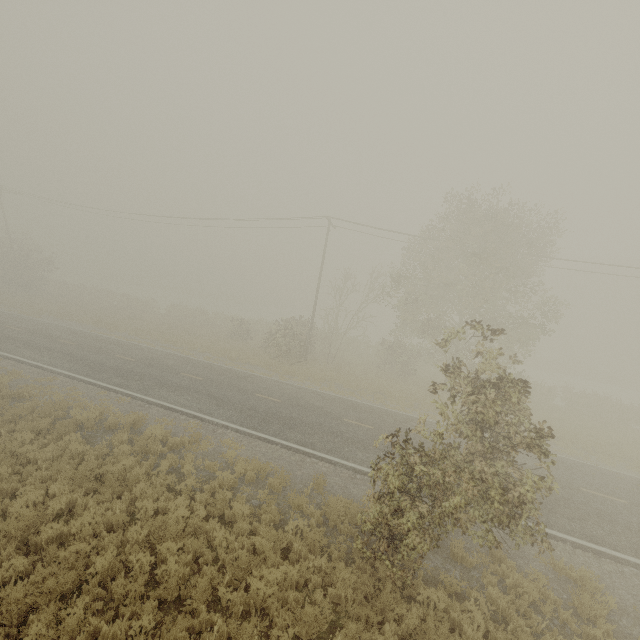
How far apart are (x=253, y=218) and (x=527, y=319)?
21.35m
